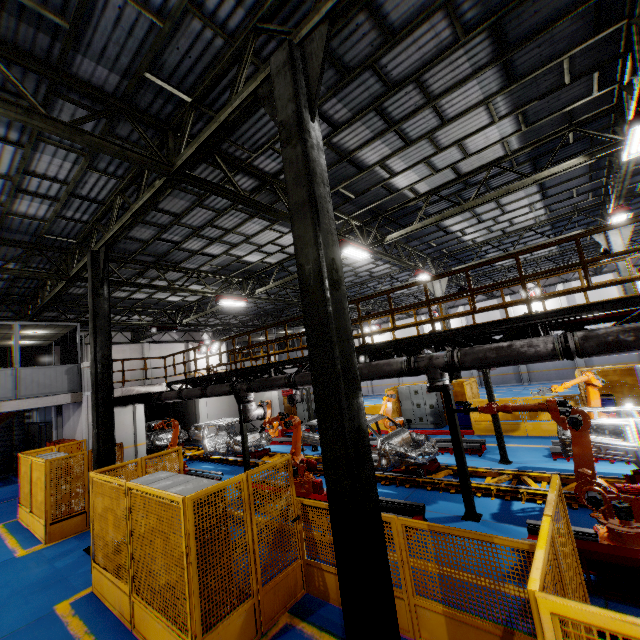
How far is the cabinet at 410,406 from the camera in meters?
16.3 m

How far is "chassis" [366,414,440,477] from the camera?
9.4m

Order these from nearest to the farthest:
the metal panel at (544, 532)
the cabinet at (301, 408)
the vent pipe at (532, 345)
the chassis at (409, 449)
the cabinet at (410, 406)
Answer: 1. the metal panel at (544, 532)
2. the vent pipe at (532, 345)
3. the chassis at (409, 449)
4. the cabinet at (410, 406)
5. the cabinet at (301, 408)

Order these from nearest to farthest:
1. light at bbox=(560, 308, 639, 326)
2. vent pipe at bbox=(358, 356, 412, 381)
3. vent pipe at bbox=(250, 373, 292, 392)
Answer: light at bbox=(560, 308, 639, 326) < vent pipe at bbox=(358, 356, 412, 381) < vent pipe at bbox=(250, 373, 292, 392)

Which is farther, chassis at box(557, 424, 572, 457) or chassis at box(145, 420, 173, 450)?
chassis at box(145, 420, 173, 450)

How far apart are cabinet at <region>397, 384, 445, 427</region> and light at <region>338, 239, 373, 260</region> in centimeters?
806cm

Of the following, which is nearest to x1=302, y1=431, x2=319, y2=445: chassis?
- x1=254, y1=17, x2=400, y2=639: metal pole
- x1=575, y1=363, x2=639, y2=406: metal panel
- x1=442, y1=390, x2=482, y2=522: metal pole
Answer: x1=442, y1=390, x2=482, y2=522: metal pole

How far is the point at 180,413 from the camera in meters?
22.9 m
